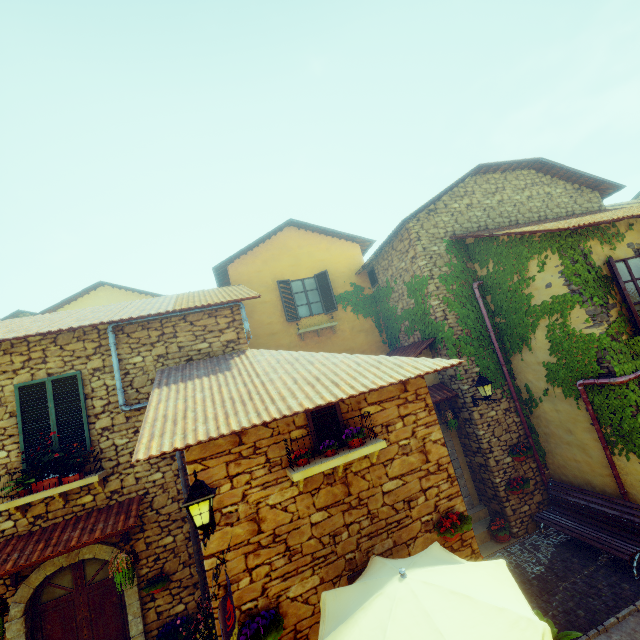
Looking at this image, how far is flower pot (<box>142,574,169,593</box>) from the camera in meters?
6.0

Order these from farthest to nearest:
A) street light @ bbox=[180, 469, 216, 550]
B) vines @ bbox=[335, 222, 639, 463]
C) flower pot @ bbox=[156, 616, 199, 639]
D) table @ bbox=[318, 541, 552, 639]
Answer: vines @ bbox=[335, 222, 639, 463], flower pot @ bbox=[156, 616, 199, 639], street light @ bbox=[180, 469, 216, 550], table @ bbox=[318, 541, 552, 639]

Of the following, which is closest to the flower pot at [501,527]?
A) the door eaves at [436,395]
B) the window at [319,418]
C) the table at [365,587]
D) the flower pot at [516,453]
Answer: the flower pot at [516,453]

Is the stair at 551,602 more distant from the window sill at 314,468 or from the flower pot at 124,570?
the flower pot at 124,570

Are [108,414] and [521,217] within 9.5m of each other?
no

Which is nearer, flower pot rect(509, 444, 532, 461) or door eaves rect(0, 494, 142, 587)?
door eaves rect(0, 494, 142, 587)

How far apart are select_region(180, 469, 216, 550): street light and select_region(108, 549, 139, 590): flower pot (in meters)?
2.53

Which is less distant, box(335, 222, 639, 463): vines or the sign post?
the sign post
